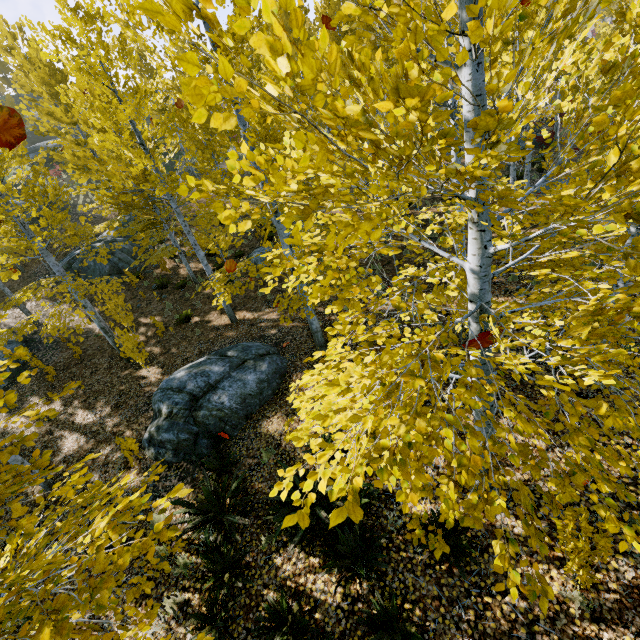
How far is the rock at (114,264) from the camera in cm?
1792

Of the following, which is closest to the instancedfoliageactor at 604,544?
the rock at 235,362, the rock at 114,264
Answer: the rock at 114,264

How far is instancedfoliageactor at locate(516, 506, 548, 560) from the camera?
2.0 meters

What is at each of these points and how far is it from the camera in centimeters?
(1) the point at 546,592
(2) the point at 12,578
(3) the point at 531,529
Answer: (1) instancedfoliageactor, 183cm
(2) instancedfoliageactor, 161cm
(3) instancedfoliageactor, 204cm

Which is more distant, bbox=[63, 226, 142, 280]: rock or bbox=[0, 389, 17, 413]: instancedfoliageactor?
bbox=[63, 226, 142, 280]: rock

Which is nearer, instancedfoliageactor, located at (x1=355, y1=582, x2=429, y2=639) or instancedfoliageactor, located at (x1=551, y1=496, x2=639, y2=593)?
instancedfoliageactor, located at (x1=551, y1=496, x2=639, y2=593)

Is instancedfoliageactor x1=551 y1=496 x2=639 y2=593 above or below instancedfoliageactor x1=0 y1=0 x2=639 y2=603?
below
